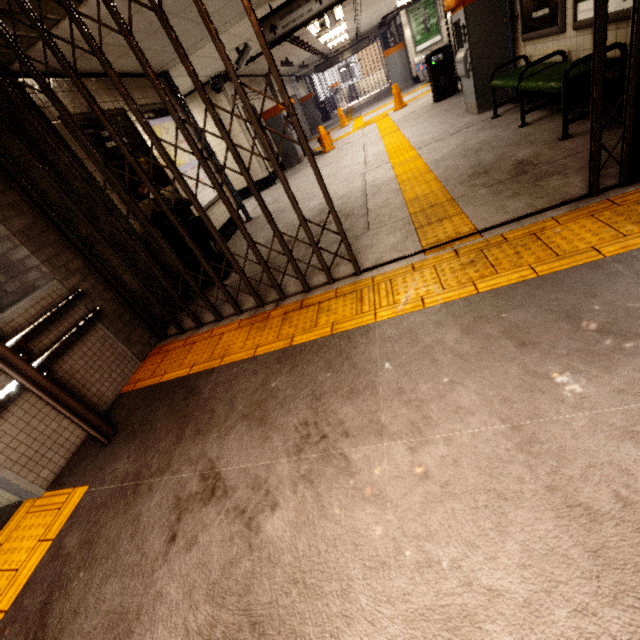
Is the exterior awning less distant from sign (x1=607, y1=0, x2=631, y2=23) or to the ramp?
the ramp

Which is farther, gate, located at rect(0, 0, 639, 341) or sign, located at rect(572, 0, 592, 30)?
sign, located at rect(572, 0, 592, 30)

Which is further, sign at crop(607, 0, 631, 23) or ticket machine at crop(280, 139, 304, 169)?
ticket machine at crop(280, 139, 304, 169)

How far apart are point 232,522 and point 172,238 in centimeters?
391cm

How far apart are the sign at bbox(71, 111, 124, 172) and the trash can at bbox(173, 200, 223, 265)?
0.1m

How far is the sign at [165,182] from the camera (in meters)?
4.95

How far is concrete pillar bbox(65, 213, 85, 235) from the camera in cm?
339

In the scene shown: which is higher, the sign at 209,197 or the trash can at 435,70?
the sign at 209,197
